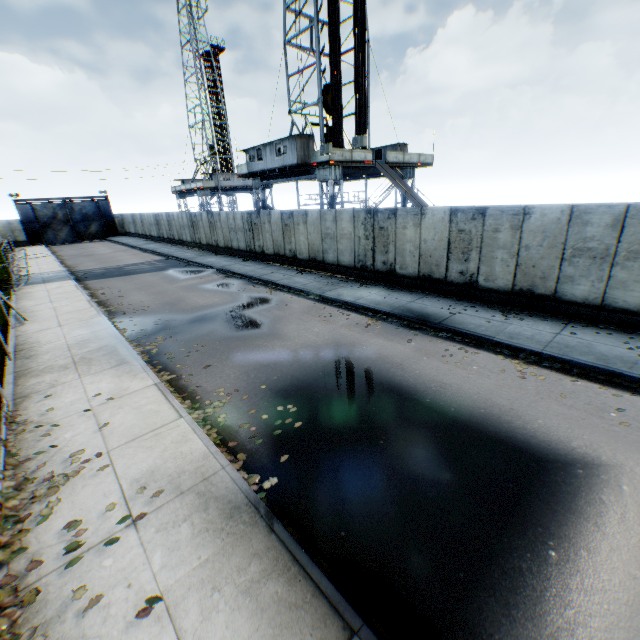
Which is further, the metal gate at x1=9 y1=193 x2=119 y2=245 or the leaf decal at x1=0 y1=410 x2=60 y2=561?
the metal gate at x1=9 y1=193 x2=119 y2=245

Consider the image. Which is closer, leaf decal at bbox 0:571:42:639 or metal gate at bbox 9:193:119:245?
leaf decal at bbox 0:571:42:639

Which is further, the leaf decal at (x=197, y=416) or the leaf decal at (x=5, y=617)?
the leaf decal at (x=197, y=416)

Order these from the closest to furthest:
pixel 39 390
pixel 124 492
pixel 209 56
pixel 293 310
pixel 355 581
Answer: pixel 355 581 < pixel 124 492 < pixel 39 390 < pixel 293 310 < pixel 209 56

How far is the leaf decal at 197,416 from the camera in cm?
645

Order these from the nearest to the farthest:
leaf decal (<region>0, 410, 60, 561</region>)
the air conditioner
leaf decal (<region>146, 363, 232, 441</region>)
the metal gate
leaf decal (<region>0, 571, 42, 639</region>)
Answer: leaf decal (<region>0, 571, 42, 639</region>), leaf decal (<region>0, 410, 60, 561</region>), leaf decal (<region>146, 363, 232, 441</region>), the air conditioner, the metal gate

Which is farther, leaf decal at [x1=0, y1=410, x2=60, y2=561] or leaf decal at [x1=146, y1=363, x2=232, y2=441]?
leaf decal at [x1=146, y1=363, x2=232, y2=441]

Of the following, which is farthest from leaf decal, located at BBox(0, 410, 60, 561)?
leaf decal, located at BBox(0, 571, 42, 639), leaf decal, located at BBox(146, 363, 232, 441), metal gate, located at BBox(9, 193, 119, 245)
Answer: metal gate, located at BBox(9, 193, 119, 245)
